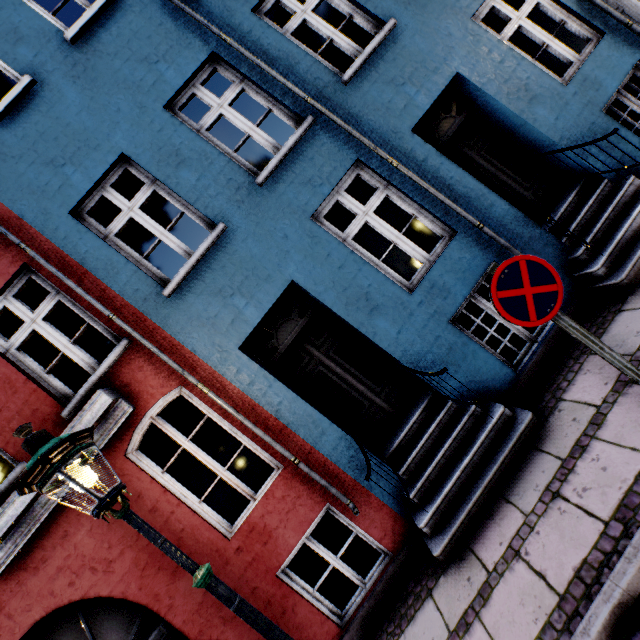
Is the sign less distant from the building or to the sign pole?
the sign pole

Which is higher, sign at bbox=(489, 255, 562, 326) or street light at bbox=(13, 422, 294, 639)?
street light at bbox=(13, 422, 294, 639)

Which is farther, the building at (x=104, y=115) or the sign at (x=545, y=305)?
the building at (x=104, y=115)

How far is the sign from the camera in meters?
2.4 m

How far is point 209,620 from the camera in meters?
4.0 m

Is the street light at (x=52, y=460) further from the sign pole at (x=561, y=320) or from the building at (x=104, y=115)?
the sign pole at (x=561, y=320)

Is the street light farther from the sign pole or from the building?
the sign pole

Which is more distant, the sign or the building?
the building
